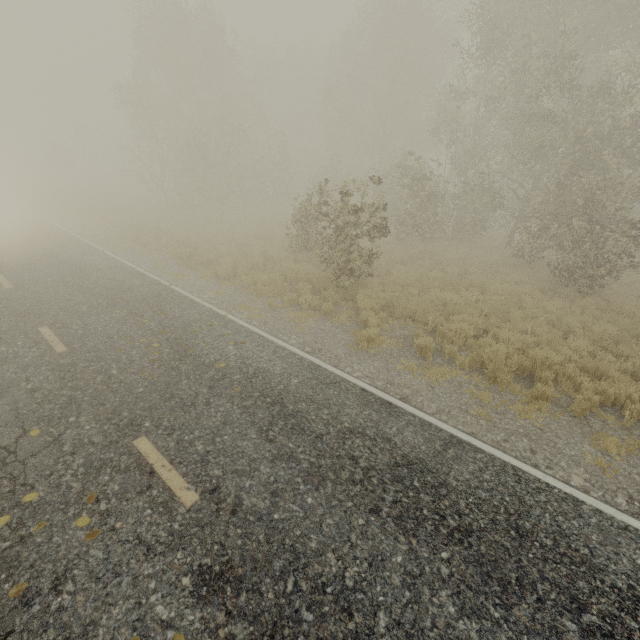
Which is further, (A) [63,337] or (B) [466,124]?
(B) [466,124]

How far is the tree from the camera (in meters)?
7.93

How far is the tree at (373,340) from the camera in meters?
7.9 m
